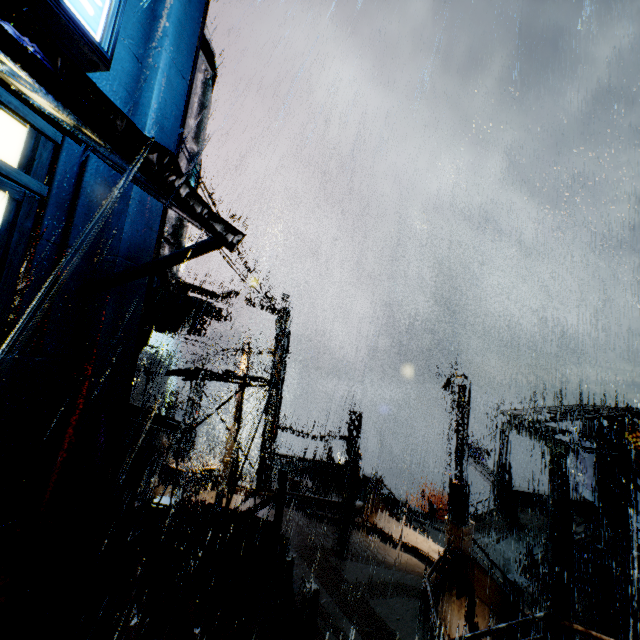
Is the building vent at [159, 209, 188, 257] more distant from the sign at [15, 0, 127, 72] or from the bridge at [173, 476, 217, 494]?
the bridge at [173, 476, 217, 494]

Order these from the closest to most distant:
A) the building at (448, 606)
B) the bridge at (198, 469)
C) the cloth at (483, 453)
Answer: the building at (448, 606) < the bridge at (198, 469) < the cloth at (483, 453)

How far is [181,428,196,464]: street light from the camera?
20.84m

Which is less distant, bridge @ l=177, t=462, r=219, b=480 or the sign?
the sign

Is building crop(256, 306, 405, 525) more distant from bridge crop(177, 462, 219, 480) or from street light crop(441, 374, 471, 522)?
street light crop(441, 374, 471, 522)

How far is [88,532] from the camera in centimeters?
530cm

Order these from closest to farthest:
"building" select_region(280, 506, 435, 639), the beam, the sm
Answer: "building" select_region(280, 506, 435, 639), the sm, the beam

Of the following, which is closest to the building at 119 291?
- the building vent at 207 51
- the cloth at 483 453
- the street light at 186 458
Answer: the building vent at 207 51
